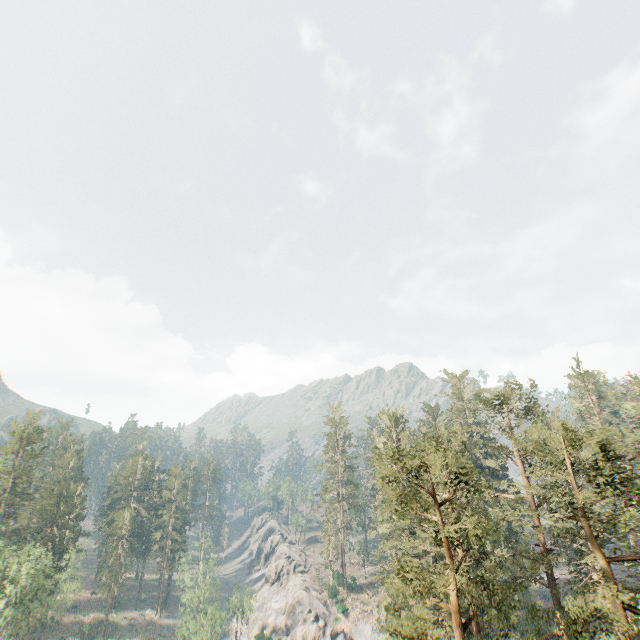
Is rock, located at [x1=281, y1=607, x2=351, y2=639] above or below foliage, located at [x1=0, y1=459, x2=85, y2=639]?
below

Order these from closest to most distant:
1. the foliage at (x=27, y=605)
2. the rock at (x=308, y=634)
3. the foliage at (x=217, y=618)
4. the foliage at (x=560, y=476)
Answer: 1. the foliage at (x=560, y=476)
2. the foliage at (x=27, y=605)
3. the foliage at (x=217, y=618)
4. the rock at (x=308, y=634)

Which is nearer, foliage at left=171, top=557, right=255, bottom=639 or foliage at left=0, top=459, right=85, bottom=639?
foliage at left=0, top=459, right=85, bottom=639

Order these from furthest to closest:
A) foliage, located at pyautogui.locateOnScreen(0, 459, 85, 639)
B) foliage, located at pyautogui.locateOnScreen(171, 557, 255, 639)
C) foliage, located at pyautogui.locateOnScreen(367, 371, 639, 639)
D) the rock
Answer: the rock < foliage, located at pyautogui.locateOnScreen(171, 557, 255, 639) < foliage, located at pyautogui.locateOnScreen(0, 459, 85, 639) < foliage, located at pyautogui.locateOnScreen(367, 371, 639, 639)

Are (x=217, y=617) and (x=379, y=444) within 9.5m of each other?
no

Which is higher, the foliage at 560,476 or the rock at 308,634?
the foliage at 560,476

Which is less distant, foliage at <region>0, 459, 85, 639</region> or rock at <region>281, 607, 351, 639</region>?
foliage at <region>0, 459, 85, 639</region>
